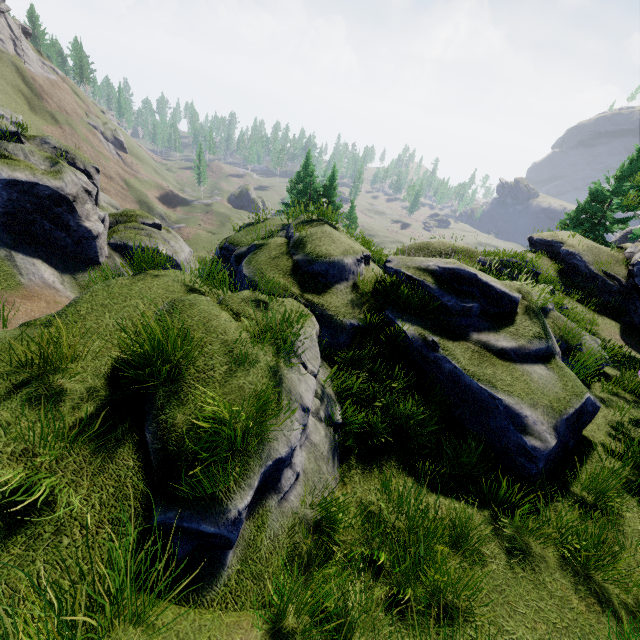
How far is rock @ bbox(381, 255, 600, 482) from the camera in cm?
595

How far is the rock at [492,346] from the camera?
5.9 meters

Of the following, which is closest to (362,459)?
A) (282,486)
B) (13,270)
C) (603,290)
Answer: (282,486)
